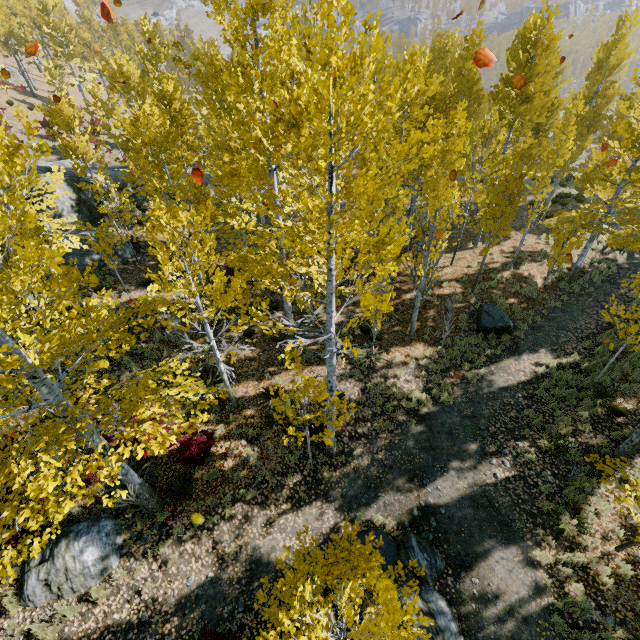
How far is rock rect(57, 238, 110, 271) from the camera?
16.2 meters

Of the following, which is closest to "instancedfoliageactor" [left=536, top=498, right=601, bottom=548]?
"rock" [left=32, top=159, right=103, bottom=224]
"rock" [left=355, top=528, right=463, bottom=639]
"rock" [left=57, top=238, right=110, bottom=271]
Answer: "rock" [left=32, top=159, right=103, bottom=224]

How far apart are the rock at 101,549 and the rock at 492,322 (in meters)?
13.97

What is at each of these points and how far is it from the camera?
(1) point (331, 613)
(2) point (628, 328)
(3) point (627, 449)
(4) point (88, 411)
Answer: (1) instancedfoliageactor, 3.7m
(2) instancedfoliageactor, 10.0m
(3) instancedfoliageactor, 9.2m
(4) instancedfoliageactor, 4.7m

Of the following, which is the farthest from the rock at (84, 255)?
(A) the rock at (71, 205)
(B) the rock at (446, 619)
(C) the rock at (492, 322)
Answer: (C) the rock at (492, 322)

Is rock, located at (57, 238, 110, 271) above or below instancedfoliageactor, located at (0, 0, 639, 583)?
below

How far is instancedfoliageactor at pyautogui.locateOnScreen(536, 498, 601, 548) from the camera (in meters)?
7.91

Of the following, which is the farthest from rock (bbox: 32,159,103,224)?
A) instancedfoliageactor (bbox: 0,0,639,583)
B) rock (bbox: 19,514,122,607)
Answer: rock (bbox: 19,514,122,607)
